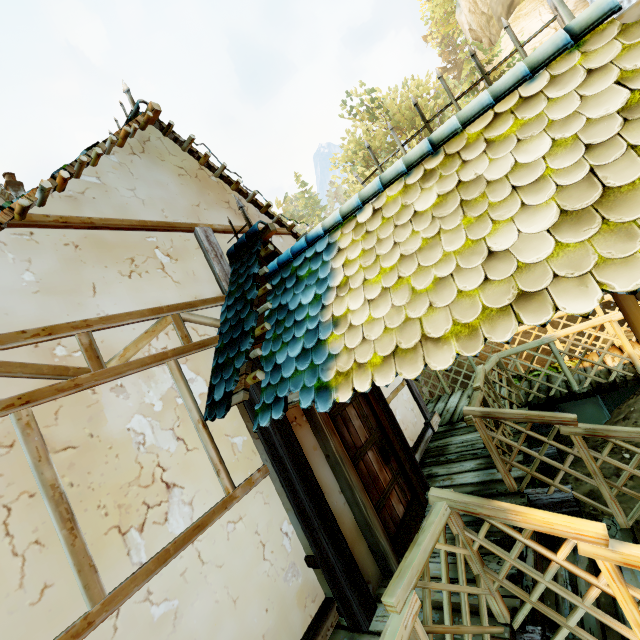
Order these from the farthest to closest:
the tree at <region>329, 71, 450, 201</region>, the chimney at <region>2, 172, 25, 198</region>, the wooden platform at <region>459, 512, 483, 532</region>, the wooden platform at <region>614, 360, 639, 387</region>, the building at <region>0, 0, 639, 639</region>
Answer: the tree at <region>329, 71, 450, 201</region> → the chimney at <region>2, 172, 25, 198</region> → the wooden platform at <region>614, 360, 639, 387</region> → the wooden platform at <region>459, 512, 483, 532</region> → the building at <region>0, 0, 639, 639</region>

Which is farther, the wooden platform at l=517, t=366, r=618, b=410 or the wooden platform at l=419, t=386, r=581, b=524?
the wooden platform at l=517, t=366, r=618, b=410

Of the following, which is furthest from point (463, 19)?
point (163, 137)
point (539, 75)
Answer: point (539, 75)

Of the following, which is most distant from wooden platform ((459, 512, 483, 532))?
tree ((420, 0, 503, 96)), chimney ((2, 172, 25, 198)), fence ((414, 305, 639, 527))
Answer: chimney ((2, 172, 25, 198))

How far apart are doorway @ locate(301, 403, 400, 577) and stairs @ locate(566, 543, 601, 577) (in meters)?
1.14

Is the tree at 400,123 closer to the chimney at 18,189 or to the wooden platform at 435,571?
the wooden platform at 435,571

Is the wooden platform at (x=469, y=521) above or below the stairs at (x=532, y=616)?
above

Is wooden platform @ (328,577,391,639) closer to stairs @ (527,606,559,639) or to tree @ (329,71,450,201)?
stairs @ (527,606,559,639)
